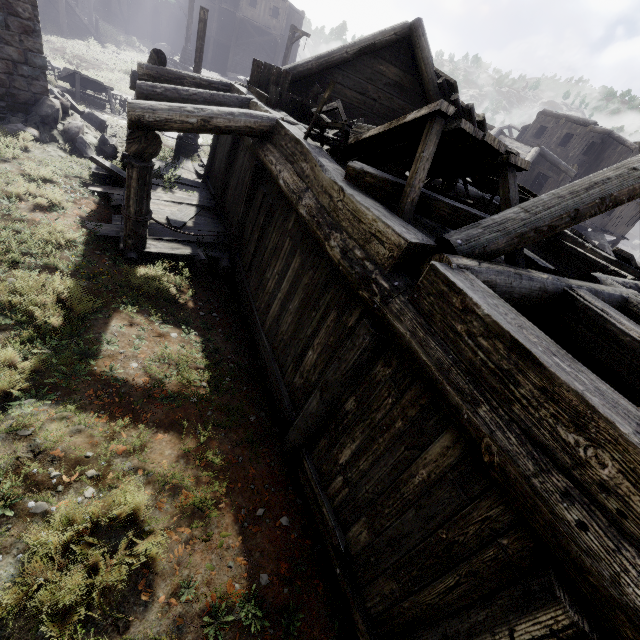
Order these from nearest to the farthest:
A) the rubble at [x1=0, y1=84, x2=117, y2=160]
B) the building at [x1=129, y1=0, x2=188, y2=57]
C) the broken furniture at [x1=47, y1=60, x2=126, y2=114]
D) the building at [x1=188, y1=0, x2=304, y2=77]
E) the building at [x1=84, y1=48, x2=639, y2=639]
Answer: the building at [x1=84, y1=48, x2=639, y2=639] → the rubble at [x1=0, y1=84, x2=117, y2=160] → the broken furniture at [x1=47, y1=60, x2=126, y2=114] → the building at [x1=188, y1=0, x2=304, y2=77] → the building at [x1=129, y1=0, x2=188, y2=57]

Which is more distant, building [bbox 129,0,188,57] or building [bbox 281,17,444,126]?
building [bbox 129,0,188,57]

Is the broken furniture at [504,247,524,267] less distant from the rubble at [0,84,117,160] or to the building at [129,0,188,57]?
the building at [129,0,188,57]

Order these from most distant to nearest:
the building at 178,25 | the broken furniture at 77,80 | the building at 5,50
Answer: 1. the building at 178,25
2. the broken furniture at 77,80
3. the building at 5,50

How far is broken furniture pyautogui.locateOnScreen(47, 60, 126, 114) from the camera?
13.6 meters

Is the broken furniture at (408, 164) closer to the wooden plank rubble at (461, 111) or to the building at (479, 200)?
the building at (479, 200)

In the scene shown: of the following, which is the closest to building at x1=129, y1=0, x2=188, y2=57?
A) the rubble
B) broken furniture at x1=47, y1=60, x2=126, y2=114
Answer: Answer: the rubble

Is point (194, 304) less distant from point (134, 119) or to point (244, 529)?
point (134, 119)
